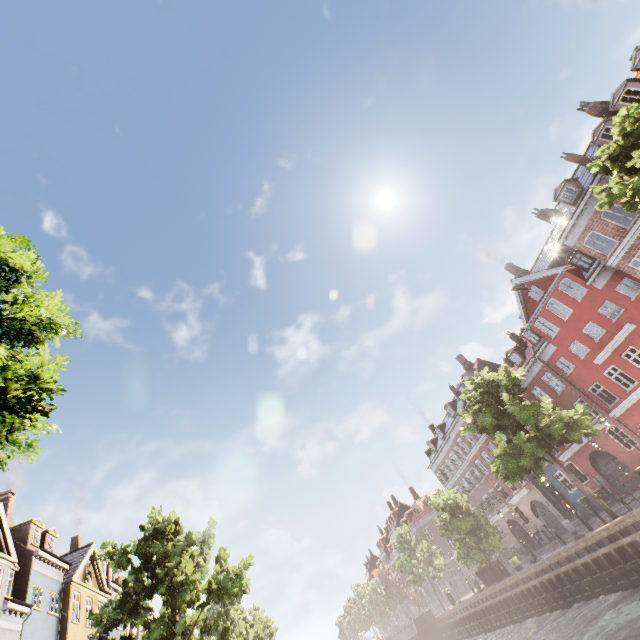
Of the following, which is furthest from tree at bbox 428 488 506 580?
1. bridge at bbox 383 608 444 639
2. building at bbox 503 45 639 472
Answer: building at bbox 503 45 639 472

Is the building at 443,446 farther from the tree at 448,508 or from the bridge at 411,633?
the bridge at 411,633

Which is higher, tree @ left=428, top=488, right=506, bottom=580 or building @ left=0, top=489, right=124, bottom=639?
building @ left=0, top=489, right=124, bottom=639

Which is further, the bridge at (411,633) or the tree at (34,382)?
the bridge at (411,633)

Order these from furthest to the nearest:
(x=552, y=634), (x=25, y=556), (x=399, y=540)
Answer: (x=399, y=540) → (x=25, y=556) → (x=552, y=634)

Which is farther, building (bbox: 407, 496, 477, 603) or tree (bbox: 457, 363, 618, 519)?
building (bbox: 407, 496, 477, 603)

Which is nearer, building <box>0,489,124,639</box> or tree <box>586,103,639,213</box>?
tree <box>586,103,639,213</box>
